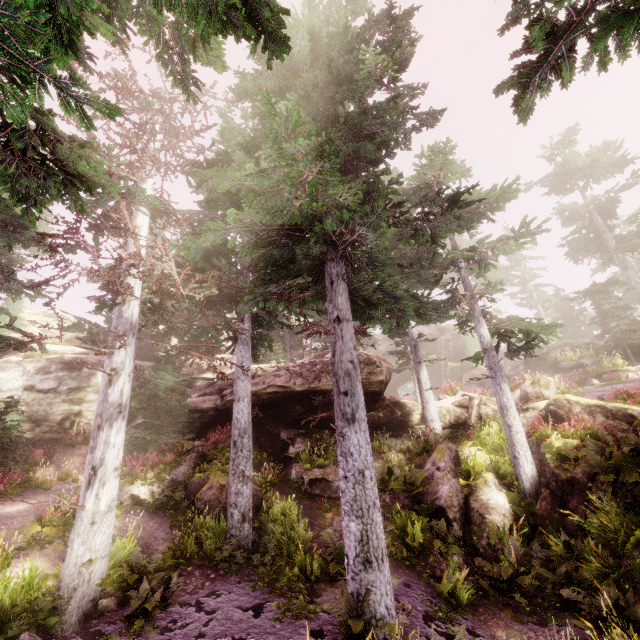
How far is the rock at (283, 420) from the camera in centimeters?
1484cm

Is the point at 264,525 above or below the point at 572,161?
below

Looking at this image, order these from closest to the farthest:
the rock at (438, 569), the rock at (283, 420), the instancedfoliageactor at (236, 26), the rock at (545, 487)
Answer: the instancedfoliageactor at (236, 26), the rock at (438, 569), the rock at (545, 487), the rock at (283, 420)

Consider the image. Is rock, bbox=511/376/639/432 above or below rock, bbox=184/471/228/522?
above

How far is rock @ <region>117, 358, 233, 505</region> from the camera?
13.1 meters

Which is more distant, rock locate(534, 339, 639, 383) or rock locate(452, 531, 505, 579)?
rock locate(534, 339, 639, 383)
